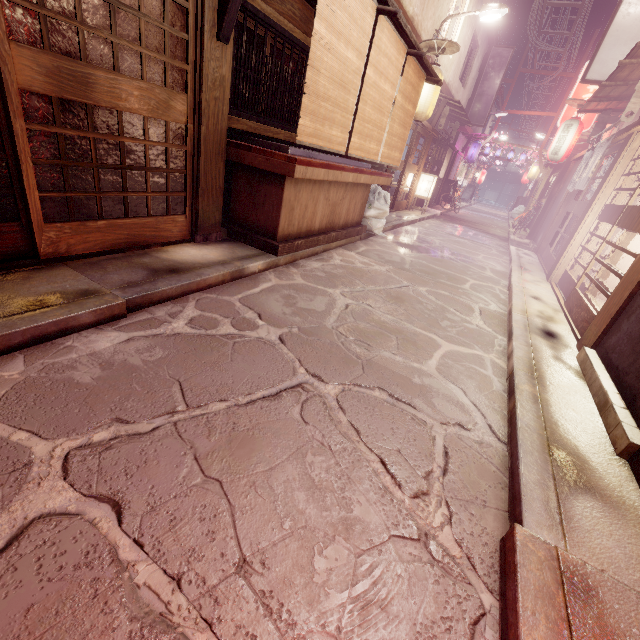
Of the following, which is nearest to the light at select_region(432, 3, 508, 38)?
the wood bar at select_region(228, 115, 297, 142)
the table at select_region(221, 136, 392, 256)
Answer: the wood bar at select_region(228, 115, 297, 142)

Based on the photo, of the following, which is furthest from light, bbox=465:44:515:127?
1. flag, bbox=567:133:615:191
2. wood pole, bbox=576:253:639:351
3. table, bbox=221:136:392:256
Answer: wood pole, bbox=576:253:639:351

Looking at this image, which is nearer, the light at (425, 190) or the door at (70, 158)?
the door at (70, 158)

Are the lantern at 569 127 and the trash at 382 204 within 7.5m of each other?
no

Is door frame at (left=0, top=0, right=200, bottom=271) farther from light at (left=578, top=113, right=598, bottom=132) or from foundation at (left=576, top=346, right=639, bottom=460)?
light at (left=578, top=113, right=598, bottom=132)

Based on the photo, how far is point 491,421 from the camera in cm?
475

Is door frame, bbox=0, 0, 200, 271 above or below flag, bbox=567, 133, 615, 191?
below

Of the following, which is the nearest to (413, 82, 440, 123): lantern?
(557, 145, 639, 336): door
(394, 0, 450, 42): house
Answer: (394, 0, 450, 42): house
